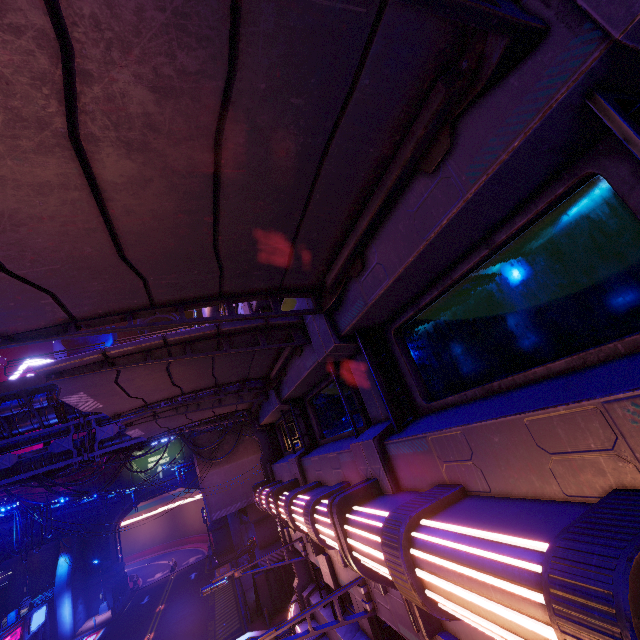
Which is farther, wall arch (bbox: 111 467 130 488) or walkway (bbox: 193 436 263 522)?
wall arch (bbox: 111 467 130 488)

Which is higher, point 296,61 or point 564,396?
point 296,61

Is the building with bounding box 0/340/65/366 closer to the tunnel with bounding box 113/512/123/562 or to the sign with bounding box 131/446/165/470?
the tunnel with bounding box 113/512/123/562

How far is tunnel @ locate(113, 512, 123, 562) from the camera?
45.94m

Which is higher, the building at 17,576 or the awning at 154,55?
the awning at 154,55

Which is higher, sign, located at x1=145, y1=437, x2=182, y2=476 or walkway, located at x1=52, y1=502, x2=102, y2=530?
sign, located at x1=145, y1=437, x2=182, y2=476

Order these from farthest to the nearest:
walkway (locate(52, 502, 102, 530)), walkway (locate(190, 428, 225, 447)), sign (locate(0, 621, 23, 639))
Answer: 1. walkway (locate(52, 502, 102, 530))
2. sign (locate(0, 621, 23, 639))
3. walkway (locate(190, 428, 225, 447))

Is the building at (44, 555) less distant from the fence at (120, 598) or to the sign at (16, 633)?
the fence at (120, 598)
